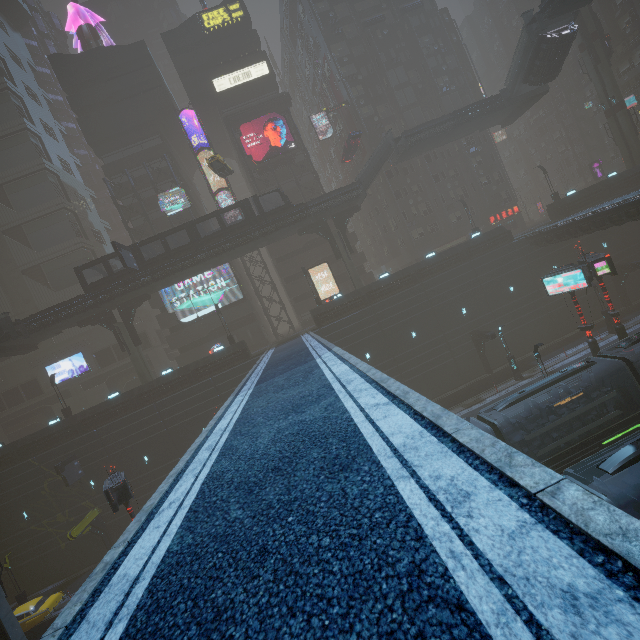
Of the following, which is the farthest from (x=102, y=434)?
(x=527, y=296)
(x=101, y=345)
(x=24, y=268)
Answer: (x=527, y=296)

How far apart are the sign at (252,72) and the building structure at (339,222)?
22.7 meters

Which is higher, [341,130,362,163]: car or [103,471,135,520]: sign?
[341,130,362,163]: car

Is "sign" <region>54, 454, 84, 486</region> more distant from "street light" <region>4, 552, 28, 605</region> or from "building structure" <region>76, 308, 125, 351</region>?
"building structure" <region>76, 308, 125, 351</region>

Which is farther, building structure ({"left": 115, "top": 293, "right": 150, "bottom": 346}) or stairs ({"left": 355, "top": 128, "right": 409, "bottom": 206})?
building structure ({"left": 115, "top": 293, "right": 150, "bottom": 346})

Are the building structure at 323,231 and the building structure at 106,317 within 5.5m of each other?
no

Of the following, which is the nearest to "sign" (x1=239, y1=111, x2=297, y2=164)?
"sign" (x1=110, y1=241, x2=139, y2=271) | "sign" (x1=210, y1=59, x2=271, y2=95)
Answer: "sign" (x1=210, y1=59, x2=271, y2=95)

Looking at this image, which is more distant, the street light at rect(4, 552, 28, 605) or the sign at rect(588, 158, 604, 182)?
the sign at rect(588, 158, 604, 182)
